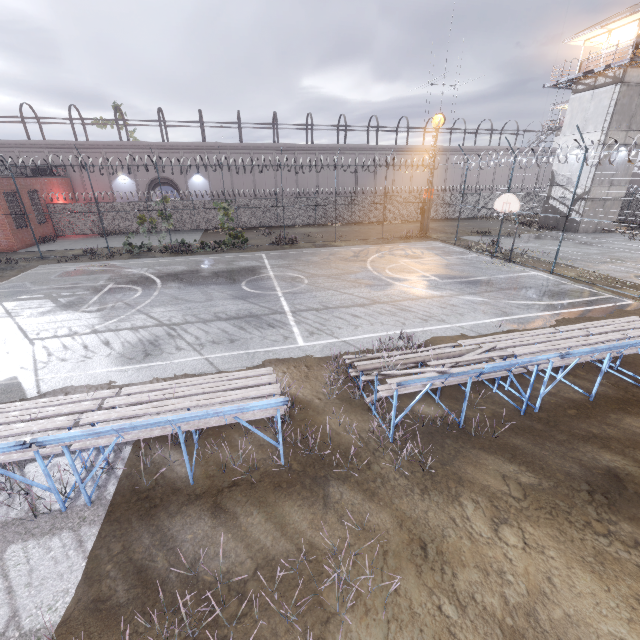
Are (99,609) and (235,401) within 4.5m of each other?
yes

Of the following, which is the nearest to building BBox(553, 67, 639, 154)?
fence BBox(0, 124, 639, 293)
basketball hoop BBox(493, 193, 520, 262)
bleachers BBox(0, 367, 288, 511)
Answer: fence BBox(0, 124, 639, 293)

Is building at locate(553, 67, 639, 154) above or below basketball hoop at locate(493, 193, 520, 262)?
above

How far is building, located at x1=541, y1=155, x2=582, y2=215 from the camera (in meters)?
27.48

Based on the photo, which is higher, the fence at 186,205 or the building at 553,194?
the building at 553,194

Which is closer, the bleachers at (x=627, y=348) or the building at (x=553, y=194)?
the bleachers at (x=627, y=348)

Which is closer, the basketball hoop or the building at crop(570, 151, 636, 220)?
the basketball hoop
